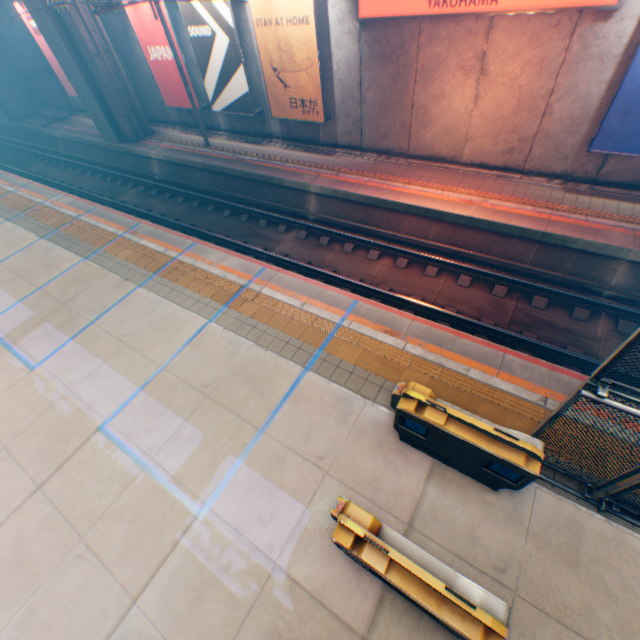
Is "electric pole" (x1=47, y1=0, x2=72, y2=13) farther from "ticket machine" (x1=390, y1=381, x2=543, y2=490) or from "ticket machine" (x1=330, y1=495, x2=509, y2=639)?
"ticket machine" (x1=330, y1=495, x2=509, y2=639)

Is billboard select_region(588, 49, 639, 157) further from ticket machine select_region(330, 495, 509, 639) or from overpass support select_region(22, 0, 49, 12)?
ticket machine select_region(330, 495, 509, 639)

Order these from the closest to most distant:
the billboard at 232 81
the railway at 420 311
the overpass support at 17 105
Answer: the railway at 420 311, the billboard at 232 81, the overpass support at 17 105

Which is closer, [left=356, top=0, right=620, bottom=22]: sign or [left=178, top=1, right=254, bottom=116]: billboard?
[left=356, top=0, right=620, bottom=22]: sign

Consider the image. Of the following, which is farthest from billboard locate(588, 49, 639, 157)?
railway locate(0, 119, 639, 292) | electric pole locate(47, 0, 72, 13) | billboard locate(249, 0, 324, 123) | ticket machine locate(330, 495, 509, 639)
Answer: electric pole locate(47, 0, 72, 13)

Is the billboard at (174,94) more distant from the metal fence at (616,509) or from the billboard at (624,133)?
the billboard at (624,133)

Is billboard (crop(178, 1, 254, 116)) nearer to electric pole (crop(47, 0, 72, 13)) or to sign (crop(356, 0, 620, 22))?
electric pole (crop(47, 0, 72, 13))

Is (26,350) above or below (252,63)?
below
